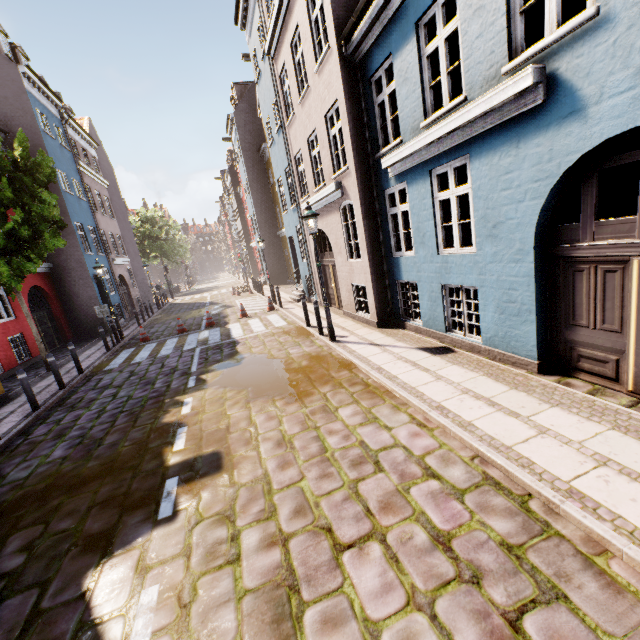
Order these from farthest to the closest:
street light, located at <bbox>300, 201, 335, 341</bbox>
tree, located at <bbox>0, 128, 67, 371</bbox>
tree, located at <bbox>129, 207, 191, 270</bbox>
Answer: tree, located at <bbox>129, 207, 191, 270</bbox> → tree, located at <bbox>0, 128, 67, 371</bbox> → street light, located at <bbox>300, 201, 335, 341</bbox>

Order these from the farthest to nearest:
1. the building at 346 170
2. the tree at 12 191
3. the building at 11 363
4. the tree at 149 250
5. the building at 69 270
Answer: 1. the tree at 149 250
2. the building at 69 270
3. the building at 11 363
4. the tree at 12 191
5. the building at 346 170

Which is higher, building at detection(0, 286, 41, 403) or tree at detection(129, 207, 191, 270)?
tree at detection(129, 207, 191, 270)

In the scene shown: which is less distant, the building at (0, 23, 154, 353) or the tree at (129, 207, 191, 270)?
the building at (0, 23, 154, 353)

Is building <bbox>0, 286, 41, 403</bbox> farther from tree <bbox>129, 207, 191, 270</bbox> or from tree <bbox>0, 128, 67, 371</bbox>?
tree <bbox>0, 128, 67, 371</bbox>

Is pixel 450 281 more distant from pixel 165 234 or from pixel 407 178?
pixel 165 234

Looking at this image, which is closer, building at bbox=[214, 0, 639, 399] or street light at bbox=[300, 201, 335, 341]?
building at bbox=[214, 0, 639, 399]

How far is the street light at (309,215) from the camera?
8.4 meters
